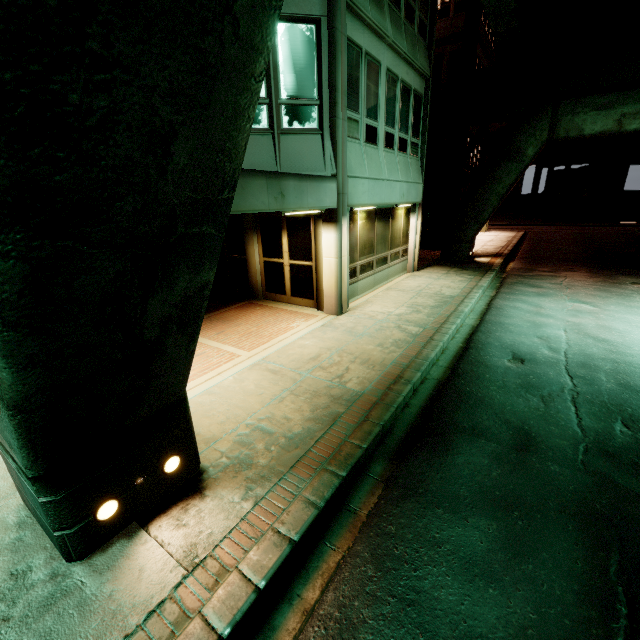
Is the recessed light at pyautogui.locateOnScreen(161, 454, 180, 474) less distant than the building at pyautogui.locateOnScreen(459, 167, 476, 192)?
Yes

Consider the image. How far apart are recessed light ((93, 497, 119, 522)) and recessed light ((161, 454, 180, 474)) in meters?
0.5

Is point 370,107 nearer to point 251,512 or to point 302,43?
point 302,43

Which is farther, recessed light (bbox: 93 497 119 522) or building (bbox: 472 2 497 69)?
building (bbox: 472 2 497 69)

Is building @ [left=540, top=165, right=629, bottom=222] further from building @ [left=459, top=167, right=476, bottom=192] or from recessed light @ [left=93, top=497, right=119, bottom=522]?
recessed light @ [left=93, top=497, right=119, bottom=522]

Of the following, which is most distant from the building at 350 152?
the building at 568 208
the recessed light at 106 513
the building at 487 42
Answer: the building at 568 208

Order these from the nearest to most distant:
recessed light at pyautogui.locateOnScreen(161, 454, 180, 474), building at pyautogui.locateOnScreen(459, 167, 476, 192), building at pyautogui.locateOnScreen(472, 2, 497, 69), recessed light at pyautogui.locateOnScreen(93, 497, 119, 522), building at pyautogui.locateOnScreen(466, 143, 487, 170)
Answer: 1. recessed light at pyautogui.locateOnScreen(93, 497, 119, 522)
2. recessed light at pyautogui.locateOnScreen(161, 454, 180, 474)
3. building at pyautogui.locateOnScreen(472, 2, 497, 69)
4. building at pyautogui.locateOnScreen(459, 167, 476, 192)
5. building at pyautogui.locateOnScreen(466, 143, 487, 170)

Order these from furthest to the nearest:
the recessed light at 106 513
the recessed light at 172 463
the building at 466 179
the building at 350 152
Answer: the building at 466 179 < the building at 350 152 < the recessed light at 172 463 < the recessed light at 106 513
